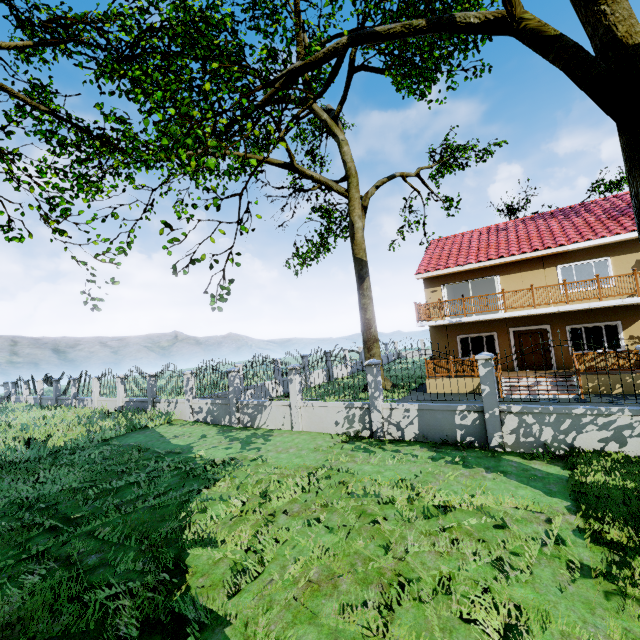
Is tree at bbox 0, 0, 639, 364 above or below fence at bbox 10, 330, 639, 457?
above

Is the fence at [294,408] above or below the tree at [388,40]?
below

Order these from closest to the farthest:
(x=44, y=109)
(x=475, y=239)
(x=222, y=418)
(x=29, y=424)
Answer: (x=44, y=109), (x=222, y=418), (x=29, y=424), (x=475, y=239)

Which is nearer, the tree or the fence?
the tree

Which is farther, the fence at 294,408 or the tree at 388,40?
the fence at 294,408
